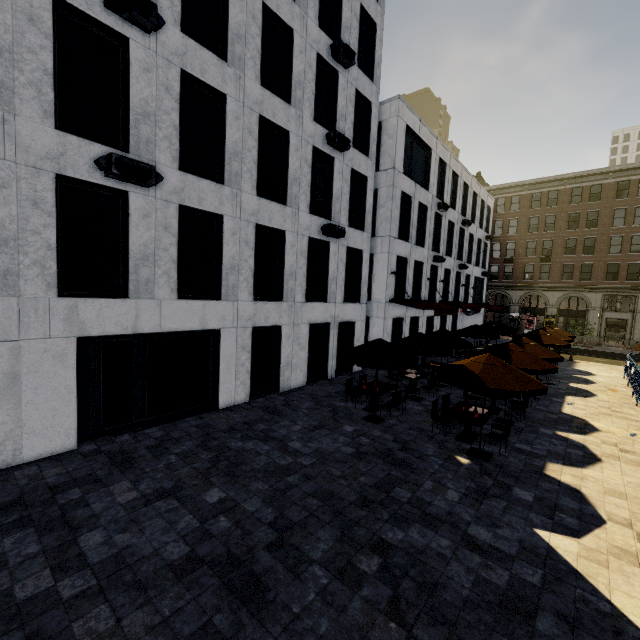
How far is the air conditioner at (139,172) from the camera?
7.78m

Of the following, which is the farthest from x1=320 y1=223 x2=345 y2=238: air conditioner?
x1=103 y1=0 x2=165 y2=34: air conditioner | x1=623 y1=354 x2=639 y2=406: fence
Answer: x1=623 y1=354 x2=639 y2=406: fence

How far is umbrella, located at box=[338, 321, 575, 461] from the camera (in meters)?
8.12

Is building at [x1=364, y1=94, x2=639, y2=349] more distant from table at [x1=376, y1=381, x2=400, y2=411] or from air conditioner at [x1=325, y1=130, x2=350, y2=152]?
air conditioner at [x1=325, y1=130, x2=350, y2=152]

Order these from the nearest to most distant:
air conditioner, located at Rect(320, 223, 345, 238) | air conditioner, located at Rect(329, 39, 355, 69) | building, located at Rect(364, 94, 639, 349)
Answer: air conditioner, located at Rect(329, 39, 355, 69)
air conditioner, located at Rect(320, 223, 345, 238)
building, located at Rect(364, 94, 639, 349)

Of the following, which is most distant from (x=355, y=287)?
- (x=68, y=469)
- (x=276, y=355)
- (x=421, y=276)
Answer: (x=68, y=469)

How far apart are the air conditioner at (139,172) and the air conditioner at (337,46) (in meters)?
10.36

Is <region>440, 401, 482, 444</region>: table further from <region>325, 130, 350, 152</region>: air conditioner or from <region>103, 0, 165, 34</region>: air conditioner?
<region>103, 0, 165, 34</region>: air conditioner
